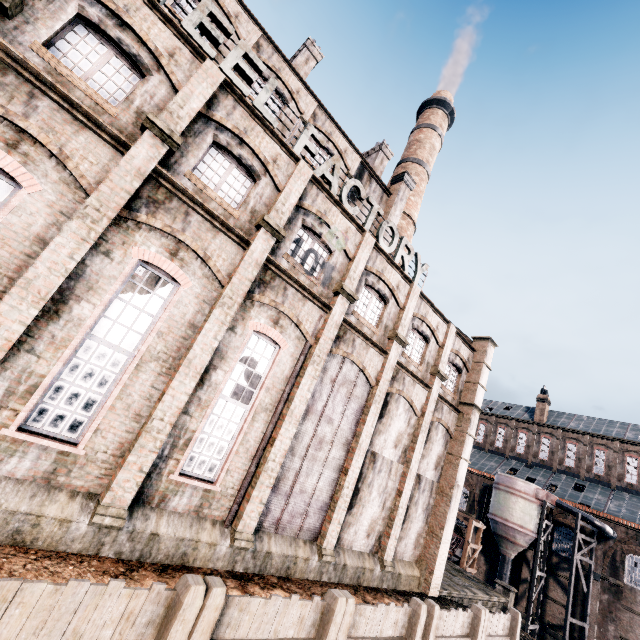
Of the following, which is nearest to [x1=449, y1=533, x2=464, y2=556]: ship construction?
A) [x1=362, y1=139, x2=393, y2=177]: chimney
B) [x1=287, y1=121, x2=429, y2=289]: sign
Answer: [x1=287, y1=121, x2=429, y2=289]: sign

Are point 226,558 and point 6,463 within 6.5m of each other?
no

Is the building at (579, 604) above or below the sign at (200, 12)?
below

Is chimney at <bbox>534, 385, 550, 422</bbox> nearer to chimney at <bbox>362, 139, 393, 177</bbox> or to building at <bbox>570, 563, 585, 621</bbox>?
building at <bbox>570, 563, 585, 621</bbox>

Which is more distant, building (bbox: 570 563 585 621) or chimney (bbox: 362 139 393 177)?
building (bbox: 570 563 585 621)

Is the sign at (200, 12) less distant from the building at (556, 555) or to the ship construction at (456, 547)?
the building at (556, 555)

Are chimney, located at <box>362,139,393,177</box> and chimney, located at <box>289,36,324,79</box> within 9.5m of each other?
yes

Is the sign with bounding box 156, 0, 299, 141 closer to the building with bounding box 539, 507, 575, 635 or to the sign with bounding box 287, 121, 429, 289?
the building with bounding box 539, 507, 575, 635
